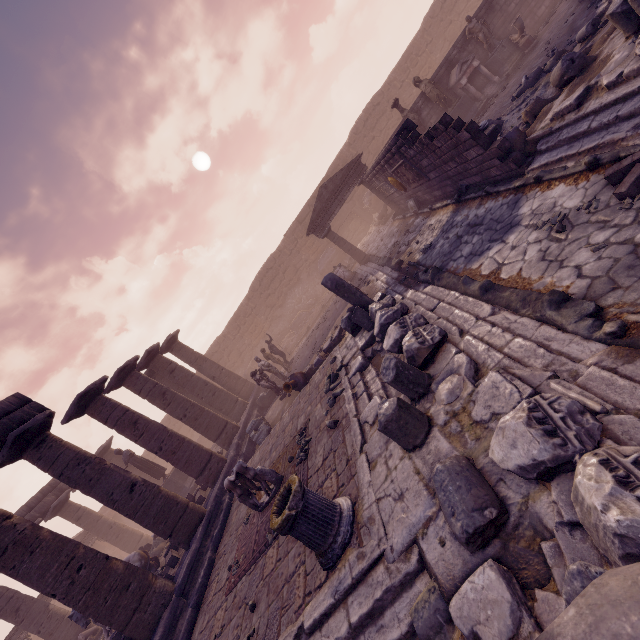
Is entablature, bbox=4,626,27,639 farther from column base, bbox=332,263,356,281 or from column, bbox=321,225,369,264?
column, bbox=321,225,369,264

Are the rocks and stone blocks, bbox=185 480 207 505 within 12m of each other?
yes

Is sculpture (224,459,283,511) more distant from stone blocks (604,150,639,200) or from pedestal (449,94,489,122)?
pedestal (449,94,489,122)

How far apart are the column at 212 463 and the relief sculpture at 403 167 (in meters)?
12.15

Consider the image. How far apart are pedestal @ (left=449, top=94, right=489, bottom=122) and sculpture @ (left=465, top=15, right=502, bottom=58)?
1.84m

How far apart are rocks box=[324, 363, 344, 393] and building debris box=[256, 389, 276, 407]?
7.2m

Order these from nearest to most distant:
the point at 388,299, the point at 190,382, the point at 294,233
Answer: the point at 388,299 < the point at 190,382 < the point at 294,233

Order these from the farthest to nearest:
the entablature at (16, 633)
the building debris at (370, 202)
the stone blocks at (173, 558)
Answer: the building debris at (370, 202), the entablature at (16, 633), the stone blocks at (173, 558)
